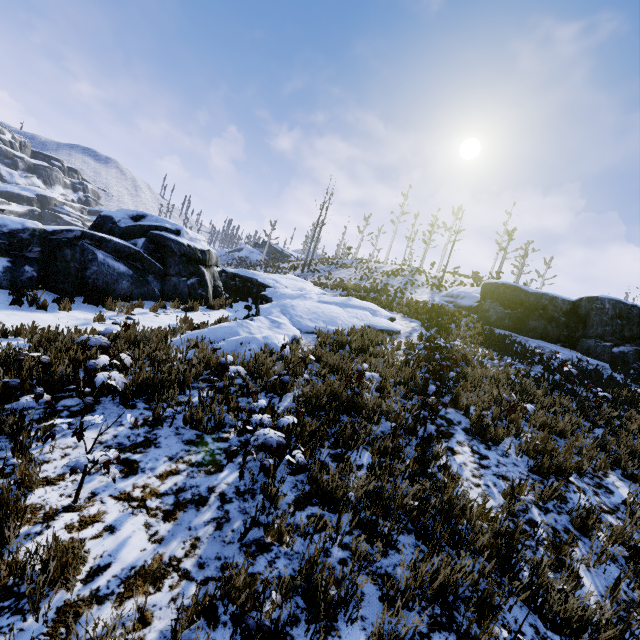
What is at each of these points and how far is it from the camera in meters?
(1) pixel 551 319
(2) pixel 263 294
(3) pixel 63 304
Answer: (1) rock, 15.7
(2) rock, 14.4
(3) instancedfoliageactor, 8.6

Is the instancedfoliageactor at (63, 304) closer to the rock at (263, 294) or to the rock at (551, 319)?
the rock at (263, 294)

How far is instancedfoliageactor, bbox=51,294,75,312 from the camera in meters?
8.6

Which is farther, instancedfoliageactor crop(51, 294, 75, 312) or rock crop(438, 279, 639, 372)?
rock crop(438, 279, 639, 372)

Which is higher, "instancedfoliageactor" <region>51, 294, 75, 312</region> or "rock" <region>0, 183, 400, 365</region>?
"rock" <region>0, 183, 400, 365</region>

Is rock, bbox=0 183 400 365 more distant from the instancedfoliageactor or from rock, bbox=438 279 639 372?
rock, bbox=438 279 639 372

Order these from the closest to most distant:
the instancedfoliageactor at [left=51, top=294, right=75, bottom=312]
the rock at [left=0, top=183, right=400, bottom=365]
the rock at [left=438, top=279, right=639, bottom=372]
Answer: the rock at [left=0, top=183, right=400, bottom=365] < the instancedfoliageactor at [left=51, top=294, right=75, bottom=312] < the rock at [left=438, top=279, right=639, bottom=372]

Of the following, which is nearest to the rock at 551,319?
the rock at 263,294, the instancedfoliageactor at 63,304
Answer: the rock at 263,294
